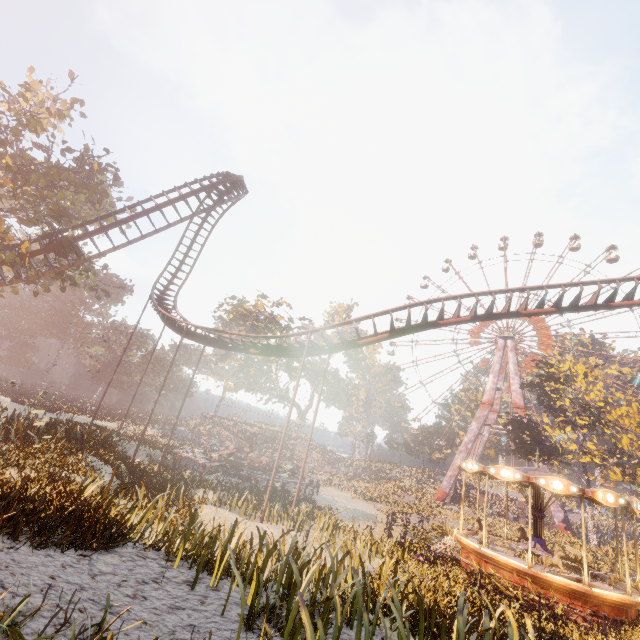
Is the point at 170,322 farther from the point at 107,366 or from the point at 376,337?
the point at 107,366

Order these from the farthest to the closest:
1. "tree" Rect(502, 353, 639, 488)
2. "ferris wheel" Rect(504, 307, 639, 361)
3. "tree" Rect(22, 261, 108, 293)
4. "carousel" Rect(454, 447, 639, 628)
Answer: "ferris wheel" Rect(504, 307, 639, 361) → "tree" Rect(502, 353, 639, 488) → "tree" Rect(22, 261, 108, 293) → "carousel" Rect(454, 447, 639, 628)

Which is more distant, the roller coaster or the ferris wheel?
the ferris wheel

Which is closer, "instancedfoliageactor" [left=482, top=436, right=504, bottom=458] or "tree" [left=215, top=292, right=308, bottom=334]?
"tree" [left=215, top=292, right=308, bottom=334]

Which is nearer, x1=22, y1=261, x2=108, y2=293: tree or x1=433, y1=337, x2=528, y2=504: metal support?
x1=22, y1=261, x2=108, y2=293: tree

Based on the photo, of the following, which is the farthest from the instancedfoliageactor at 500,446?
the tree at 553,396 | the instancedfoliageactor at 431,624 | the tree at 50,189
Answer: the tree at 50,189

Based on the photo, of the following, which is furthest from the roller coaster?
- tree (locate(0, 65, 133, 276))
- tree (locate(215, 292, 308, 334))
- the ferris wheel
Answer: the ferris wheel

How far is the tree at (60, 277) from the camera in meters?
21.4
